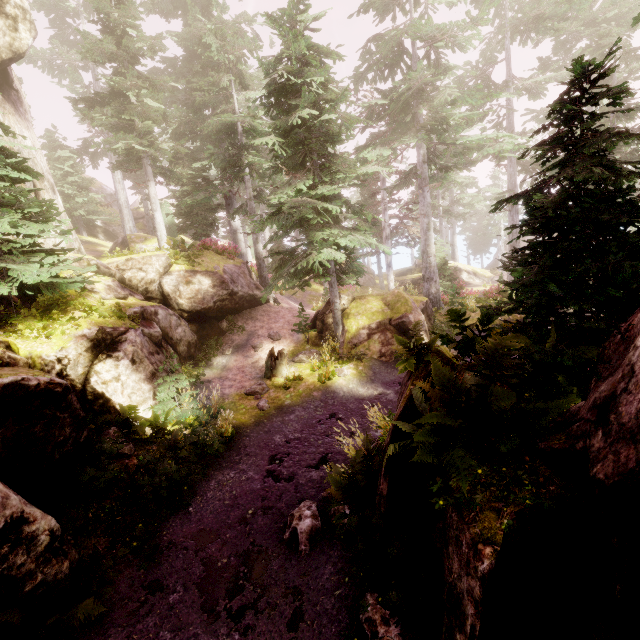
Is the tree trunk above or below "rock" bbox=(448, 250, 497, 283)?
below

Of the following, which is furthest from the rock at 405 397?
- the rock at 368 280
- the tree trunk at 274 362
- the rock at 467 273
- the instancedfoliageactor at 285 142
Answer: the rock at 467 273

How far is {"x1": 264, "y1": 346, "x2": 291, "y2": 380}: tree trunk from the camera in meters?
14.0 m

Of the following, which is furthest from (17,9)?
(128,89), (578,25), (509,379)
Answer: (578,25)

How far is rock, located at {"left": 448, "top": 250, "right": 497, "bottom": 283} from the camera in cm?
3494

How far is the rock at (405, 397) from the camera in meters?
5.6 m

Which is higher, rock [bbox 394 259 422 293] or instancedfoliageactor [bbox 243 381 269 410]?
rock [bbox 394 259 422 293]

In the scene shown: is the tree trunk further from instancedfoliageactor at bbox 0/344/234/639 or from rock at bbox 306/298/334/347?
rock at bbox 306/298/334/347
